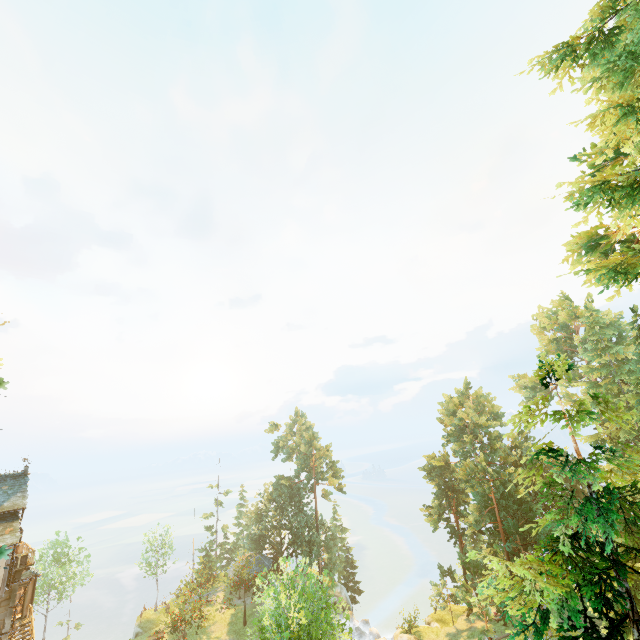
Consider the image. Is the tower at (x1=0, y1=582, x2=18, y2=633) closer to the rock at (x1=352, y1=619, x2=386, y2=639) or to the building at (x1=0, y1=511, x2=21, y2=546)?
the building at (x1=0, y1=511, x2=21, y2=546)

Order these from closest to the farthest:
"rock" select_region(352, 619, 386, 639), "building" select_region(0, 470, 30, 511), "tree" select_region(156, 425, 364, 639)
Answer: "tree" select_region(156, 425, 364, 639) → "building" select_region(0, 470, 30, 511) → "rock" select_region(352, 619, 386, 639)

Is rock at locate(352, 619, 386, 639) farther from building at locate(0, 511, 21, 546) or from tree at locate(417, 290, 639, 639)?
building at locate(0, 511, 21, 546)

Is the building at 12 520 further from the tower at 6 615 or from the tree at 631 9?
the tree at 631 9

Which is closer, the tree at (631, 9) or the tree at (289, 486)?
the tree at (631, 9)

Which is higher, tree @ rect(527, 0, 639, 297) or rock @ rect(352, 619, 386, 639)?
tree @ rect(527, 0, 639, 297)

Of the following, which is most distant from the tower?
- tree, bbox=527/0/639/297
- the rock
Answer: the rock

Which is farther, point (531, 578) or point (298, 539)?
point (298, 539)
